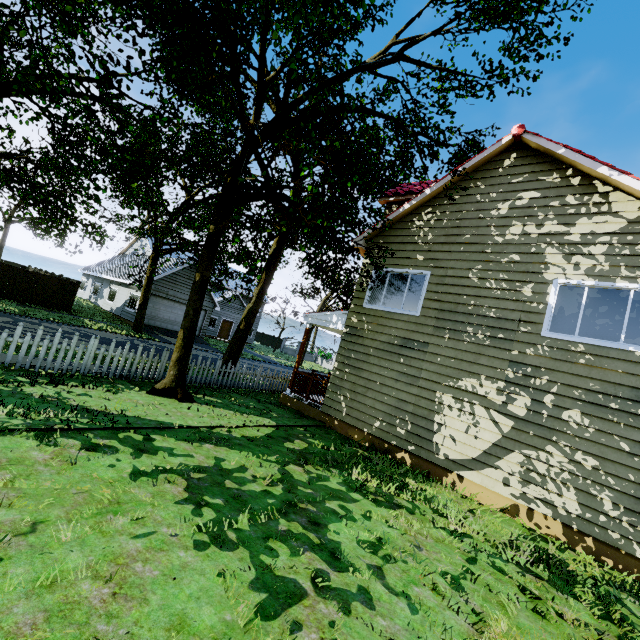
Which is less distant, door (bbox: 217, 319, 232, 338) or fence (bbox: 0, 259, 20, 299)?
fence (bbox: 0, 259, 20, 299)

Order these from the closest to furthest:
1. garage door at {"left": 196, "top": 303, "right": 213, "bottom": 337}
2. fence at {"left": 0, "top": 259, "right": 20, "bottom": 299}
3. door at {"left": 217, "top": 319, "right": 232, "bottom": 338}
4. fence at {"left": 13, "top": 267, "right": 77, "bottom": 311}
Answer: fence at {"left": 0, "top": 259, "right": 20, "bottom": 299}
fence at {"left": 13, "top": 267, "right": 77, "bottom": 311}
garage door at {"left": 196, "top": 303, "right": 213, "bottom": 337}
door at {"left": 217, "top": 319, "right": 232, "bottom": 338}

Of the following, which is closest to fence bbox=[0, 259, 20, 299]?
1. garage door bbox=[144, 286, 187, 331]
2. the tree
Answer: the tree

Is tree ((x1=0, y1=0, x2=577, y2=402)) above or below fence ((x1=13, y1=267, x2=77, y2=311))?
above

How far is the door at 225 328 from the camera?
35.59m

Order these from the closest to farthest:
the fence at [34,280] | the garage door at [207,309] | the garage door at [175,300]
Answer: the fence at [34,280] < the garage door at [175,300] < the garage door at [207,309]

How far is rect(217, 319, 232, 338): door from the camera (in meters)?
35.59

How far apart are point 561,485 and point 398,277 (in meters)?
6.48
